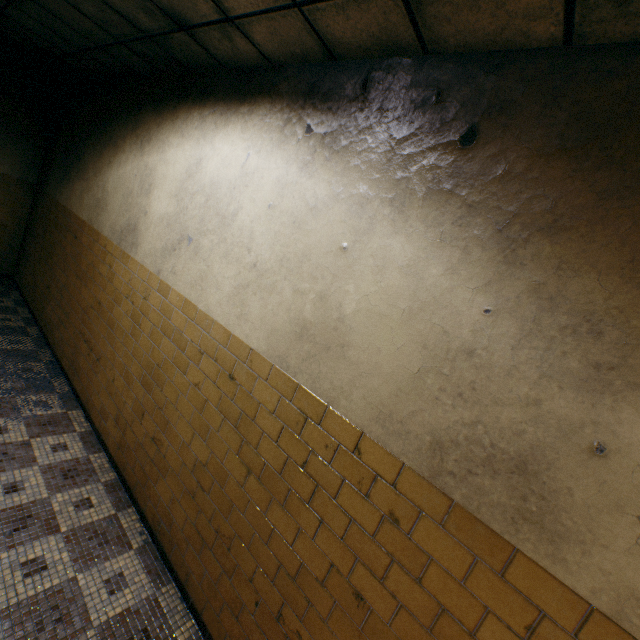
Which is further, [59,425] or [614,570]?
[59,425]
